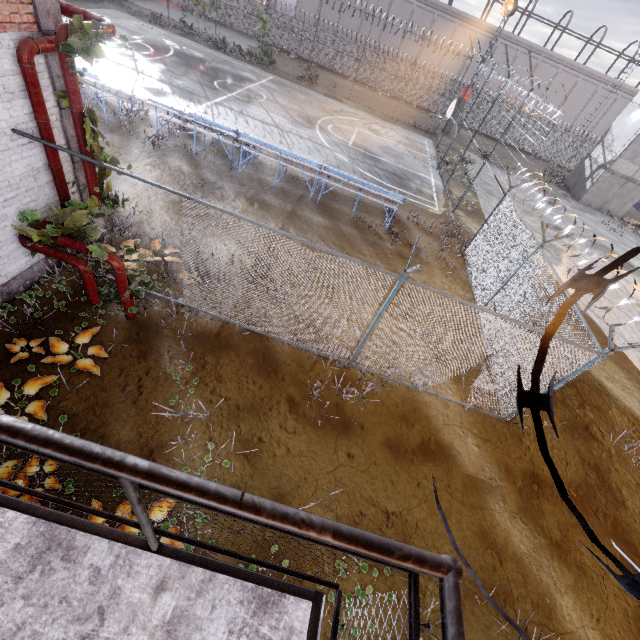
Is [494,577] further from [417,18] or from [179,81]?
[417,18]

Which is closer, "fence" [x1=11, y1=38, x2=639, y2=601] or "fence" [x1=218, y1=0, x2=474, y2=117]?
"fence" [x1=11, y1=38, x2=639, y2=601]

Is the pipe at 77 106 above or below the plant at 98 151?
above

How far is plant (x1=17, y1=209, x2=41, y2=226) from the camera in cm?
591

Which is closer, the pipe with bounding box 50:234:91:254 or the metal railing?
the metal railing

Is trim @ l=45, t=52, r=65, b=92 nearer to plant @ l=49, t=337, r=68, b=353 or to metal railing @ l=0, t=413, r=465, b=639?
metal railing @ l=0, t=413, r=465, b=639

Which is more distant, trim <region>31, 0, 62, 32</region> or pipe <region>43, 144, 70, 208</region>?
pipe <region>43, 144, 70, 208</region>

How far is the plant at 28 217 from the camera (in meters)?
5.91
